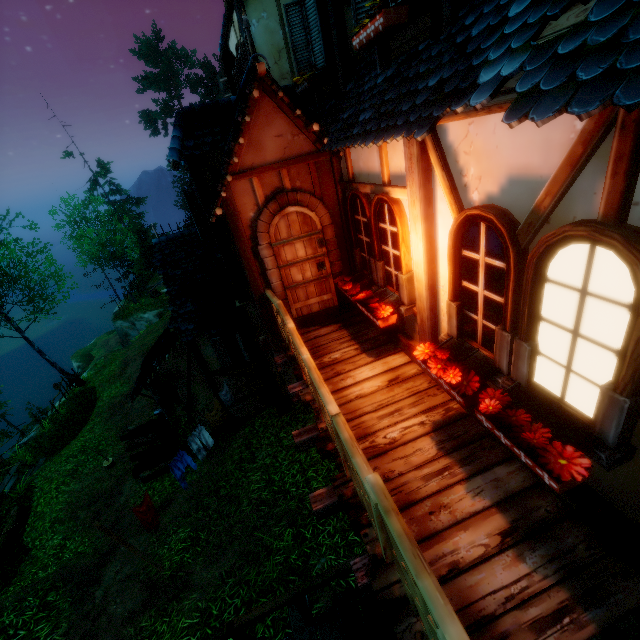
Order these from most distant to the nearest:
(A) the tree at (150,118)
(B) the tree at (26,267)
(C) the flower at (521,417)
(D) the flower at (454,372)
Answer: (A) the tree at (150,118)
(B) the tree at (26,267)
(D) the flower at (454,372)
(C) the flower at (521,417)

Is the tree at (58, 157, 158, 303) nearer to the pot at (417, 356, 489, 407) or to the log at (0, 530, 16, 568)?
the log at (0, 530, 16, 568)

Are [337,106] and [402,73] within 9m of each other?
yes

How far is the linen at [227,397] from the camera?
9.8 meters

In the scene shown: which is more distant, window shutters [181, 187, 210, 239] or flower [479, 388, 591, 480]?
window shutters [181, 187, 210, 239]

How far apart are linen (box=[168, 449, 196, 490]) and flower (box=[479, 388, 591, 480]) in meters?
7.1 m

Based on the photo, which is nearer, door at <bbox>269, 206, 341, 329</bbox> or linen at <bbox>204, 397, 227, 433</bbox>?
door at <bbox>269, 206, 341, 329</bbox>

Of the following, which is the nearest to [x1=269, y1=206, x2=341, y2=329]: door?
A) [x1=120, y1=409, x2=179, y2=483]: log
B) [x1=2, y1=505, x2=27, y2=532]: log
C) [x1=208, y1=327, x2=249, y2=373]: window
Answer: [x1=208, y1=327, x2=249, y2=373]: window
